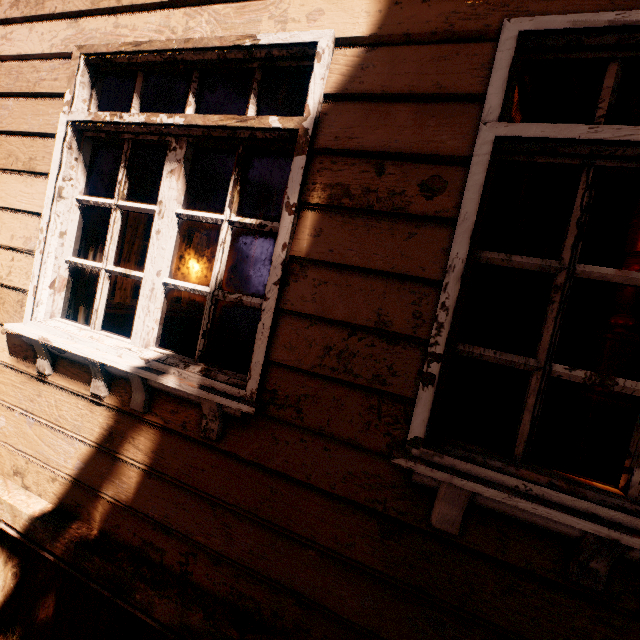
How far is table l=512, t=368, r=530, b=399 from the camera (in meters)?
8.89

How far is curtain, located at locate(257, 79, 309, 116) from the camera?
1.48m

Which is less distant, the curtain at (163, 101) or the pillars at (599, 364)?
the curtain at (163, 101)

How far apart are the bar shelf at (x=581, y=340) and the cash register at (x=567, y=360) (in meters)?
1.49

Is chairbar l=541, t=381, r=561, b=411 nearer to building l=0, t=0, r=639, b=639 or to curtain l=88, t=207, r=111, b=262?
building l=0, t=0, r=639, b=639

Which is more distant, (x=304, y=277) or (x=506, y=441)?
(x=506, y=441)

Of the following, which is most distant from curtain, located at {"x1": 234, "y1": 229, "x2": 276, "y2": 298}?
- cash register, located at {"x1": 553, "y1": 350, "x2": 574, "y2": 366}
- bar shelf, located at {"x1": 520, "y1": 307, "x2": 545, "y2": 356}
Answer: bar shelf, located at {"x1": 520, "y1": 307, "x2": 545, "y2": 356}

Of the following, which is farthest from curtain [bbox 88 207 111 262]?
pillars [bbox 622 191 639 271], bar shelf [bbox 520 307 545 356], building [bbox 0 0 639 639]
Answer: pillars [bbox 622 191 639 271]
